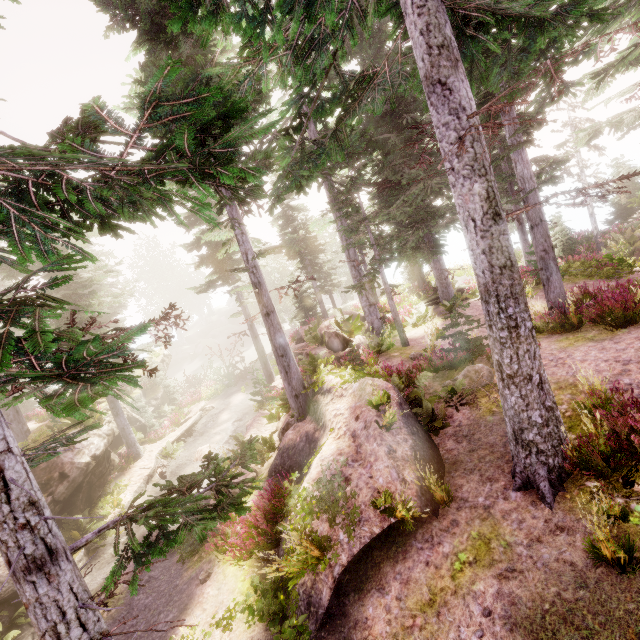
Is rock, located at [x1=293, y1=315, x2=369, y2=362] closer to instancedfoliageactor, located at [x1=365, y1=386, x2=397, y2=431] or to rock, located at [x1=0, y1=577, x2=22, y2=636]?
instancedfoliageactor, located at [x1=365, y1=386, x2=397, y2=431]

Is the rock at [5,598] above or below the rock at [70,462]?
below

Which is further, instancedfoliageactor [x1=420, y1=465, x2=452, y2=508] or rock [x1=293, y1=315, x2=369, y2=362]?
rock [x1=293, y1=315, x2=369, y2=362]

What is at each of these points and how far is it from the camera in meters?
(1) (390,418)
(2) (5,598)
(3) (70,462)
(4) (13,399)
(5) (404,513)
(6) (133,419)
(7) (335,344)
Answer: (1) instancedfoliageactor, 6.6
(2) rock, 9.0
(3) rock, 12.1
(4) instancedfoliageactor, 1.6
(5) instancedfoliageactor, 5.2
(6) rock, 19.7
(7) rock, 14.1

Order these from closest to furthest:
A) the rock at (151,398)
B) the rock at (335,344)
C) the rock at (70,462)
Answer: the rock at (70,462) < the rock at (335,344) < the rock at (151,398)

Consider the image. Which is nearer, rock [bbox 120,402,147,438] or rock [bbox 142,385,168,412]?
rock [bbox 120,402,147,438]

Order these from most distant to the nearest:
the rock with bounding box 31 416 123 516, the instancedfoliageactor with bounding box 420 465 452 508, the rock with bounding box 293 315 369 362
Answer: the rock with bounding box 293 315 369 362 → the rock with bounding box 31 416 123 516 → the instancedfoliageactor with bounding box 420 465 452 508
